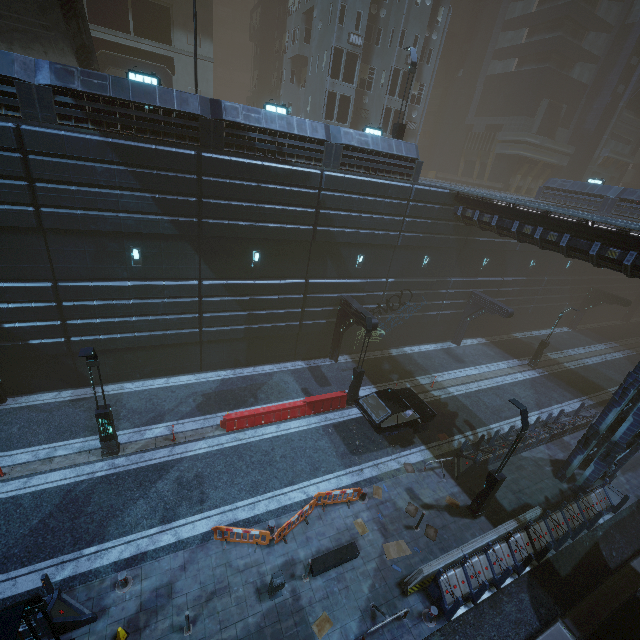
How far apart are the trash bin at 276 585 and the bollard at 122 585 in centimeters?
420cm

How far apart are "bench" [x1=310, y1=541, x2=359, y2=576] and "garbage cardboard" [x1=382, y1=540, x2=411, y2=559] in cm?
105

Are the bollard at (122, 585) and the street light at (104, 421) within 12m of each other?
yes

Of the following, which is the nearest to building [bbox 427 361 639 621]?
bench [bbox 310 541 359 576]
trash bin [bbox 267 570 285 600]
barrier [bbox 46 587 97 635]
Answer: barrier [bbox 46 587 97 635]

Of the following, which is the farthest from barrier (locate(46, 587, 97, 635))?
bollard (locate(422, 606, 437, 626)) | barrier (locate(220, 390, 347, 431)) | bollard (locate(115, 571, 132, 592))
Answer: bollard (locate(422, 606, 437, 626))

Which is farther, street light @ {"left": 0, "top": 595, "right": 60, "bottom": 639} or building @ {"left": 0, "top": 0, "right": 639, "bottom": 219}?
building @ {"left": 0, "top": 0, "right": 639, "bottom": 219}

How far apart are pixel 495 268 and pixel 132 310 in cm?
2599

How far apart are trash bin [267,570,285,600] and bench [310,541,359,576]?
1.0m
